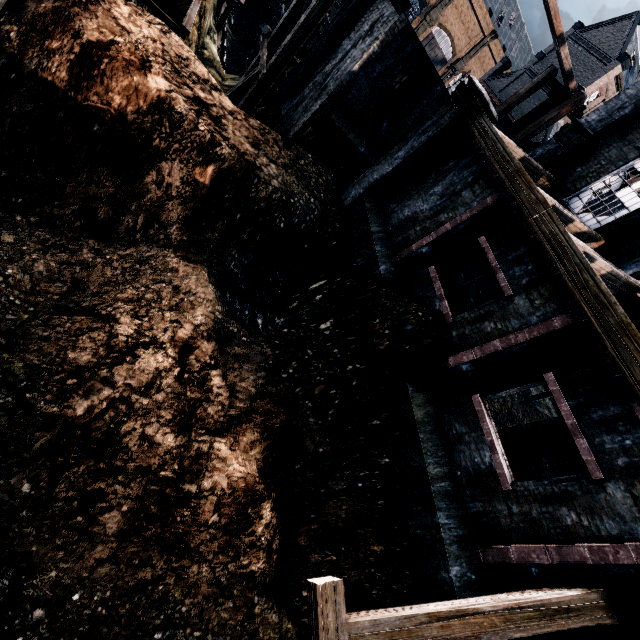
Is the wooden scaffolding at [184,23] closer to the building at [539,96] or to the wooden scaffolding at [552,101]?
the wooden scaffolding at [552,101]

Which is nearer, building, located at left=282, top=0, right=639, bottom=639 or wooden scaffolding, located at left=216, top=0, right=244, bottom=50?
building, located at left=282, top=0, right=639, bottom=639

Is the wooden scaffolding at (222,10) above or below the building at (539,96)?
below

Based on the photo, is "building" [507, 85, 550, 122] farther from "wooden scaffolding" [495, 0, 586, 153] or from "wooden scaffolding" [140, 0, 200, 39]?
"wooden scaffolding" [140, 0, 200, 39]

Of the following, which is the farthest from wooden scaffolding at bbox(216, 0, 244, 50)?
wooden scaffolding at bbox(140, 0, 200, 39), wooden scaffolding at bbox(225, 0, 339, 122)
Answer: wooden scaffolding at bbox(225, 0, 339, 122)

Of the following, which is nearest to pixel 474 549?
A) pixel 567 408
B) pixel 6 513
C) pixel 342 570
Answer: pixel 342 570

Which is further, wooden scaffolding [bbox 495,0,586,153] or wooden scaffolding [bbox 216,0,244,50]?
wooden scaffolding [bbox 216,0,244,50]

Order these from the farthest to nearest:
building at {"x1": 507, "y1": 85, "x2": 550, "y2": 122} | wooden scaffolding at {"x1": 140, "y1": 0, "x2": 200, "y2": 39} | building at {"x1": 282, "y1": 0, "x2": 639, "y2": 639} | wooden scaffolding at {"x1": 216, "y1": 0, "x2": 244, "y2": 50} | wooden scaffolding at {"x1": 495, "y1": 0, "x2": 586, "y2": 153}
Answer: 1. building at {"x1": 507, "y1": 85, "x2": 550, "y2": 122}
2. wooden scaffolding at {"x1": 216, "y1": 0, "x2": 244, "y2": 50}
3. wooden scaffolding at {"x1": 495, "y1": 0, "x2": 586, "y2": 153}
4. wooden scaffolding at {"x1": 140, "y1": 0, "x2": 200, "y2": 39}
5. building at {"x1": 282, "y1": 0, "x2": 639, "y2": 639}
